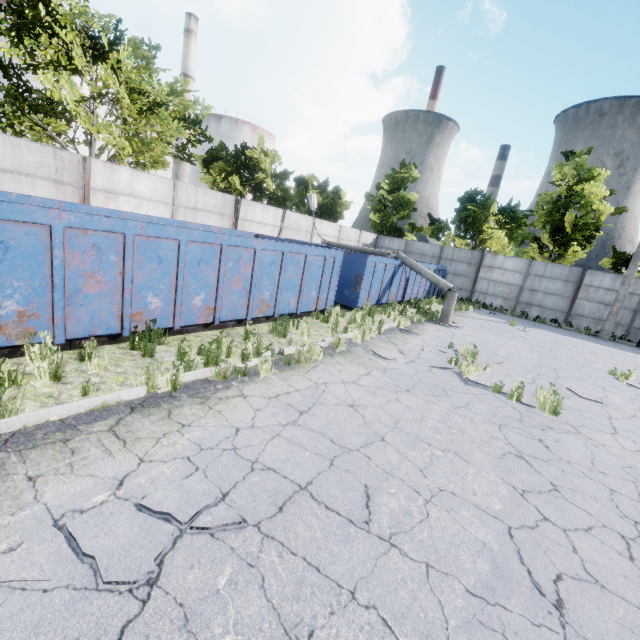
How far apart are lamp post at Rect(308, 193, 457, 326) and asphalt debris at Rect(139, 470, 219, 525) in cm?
1249

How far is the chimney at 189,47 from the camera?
38.59m

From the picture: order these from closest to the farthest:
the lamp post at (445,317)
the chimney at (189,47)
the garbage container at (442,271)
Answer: the lamp post at (445,317), the garbage container at (442,271), the chimney at (189,47)

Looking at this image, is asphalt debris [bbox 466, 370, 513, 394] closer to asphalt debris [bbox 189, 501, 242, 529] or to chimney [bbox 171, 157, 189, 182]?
asphalt debris [bbox 189, 501, 242, 529]

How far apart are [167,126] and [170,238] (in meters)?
14.81

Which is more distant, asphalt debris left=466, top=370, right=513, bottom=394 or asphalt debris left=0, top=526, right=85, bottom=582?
asphalt debris left=466, top=370, right=513, bottom=394

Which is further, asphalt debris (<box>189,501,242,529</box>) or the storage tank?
the storage tank

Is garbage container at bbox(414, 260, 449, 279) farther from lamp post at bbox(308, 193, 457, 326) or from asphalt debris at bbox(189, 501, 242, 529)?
asphalt debris at bbox(189, 501, 242, 529)
